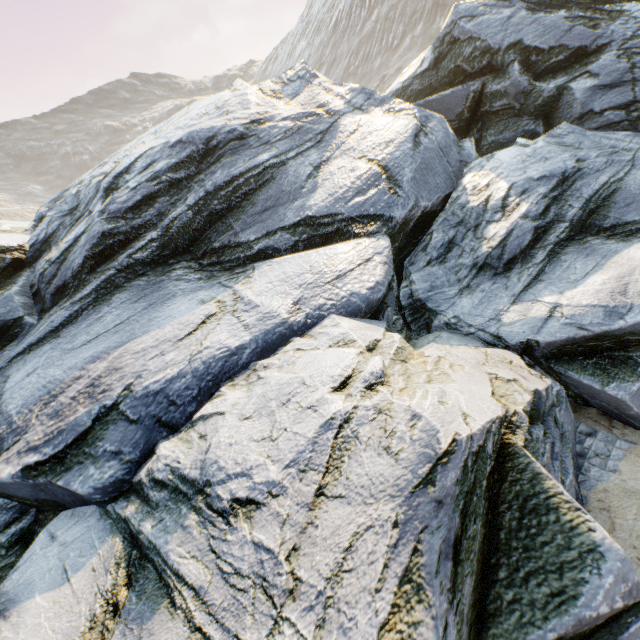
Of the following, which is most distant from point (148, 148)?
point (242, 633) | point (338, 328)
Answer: point (242, 633)
